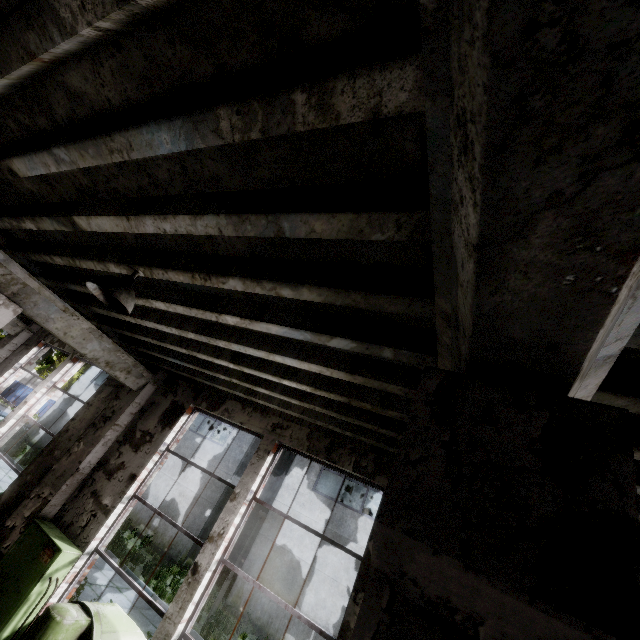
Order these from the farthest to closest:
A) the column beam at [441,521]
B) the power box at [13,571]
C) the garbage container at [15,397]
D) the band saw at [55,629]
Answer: the garbage container at [15,397] → the power box at [13,571] → the band saw at [55,629] → the column beam at [441,521]

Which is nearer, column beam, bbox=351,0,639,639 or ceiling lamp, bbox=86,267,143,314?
column beam, bbox=351,0,639,639

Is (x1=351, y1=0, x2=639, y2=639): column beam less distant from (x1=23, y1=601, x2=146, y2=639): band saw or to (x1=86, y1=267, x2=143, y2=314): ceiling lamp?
(x1=23, y1=601, x2=146, y2=639): band saw

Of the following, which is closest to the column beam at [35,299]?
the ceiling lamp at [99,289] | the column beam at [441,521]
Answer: the ceiling lamp at [99,289]

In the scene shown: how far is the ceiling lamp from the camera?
2.77m

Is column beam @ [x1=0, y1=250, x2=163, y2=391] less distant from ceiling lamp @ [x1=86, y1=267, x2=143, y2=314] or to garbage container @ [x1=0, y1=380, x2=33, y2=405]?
ceiling lamp @ [x1=86, y1=267, x2=143, y2=314]

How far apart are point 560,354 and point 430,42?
0.8m

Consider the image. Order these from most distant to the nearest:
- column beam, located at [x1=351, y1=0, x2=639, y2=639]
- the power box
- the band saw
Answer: the power box
the band saw
column beam, located at [x1=351, y1=0, x2=639, y2=639]
